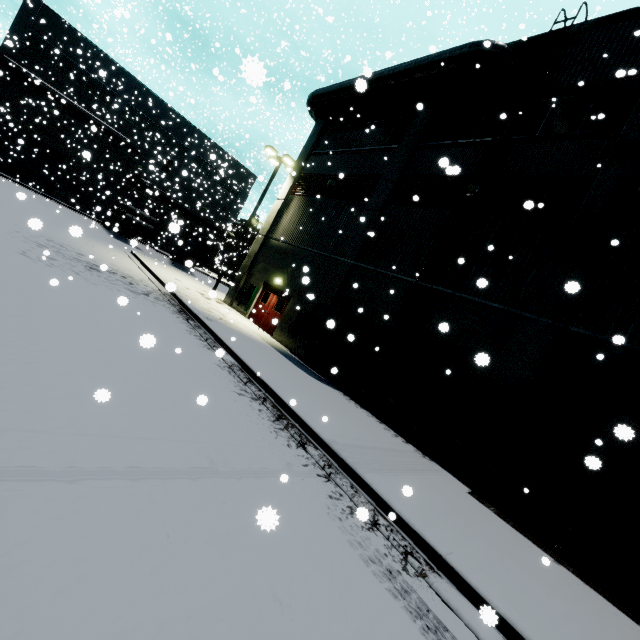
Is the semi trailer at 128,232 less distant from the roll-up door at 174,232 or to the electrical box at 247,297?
the roll-up door at 174,232

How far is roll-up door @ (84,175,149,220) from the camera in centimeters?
3444cm

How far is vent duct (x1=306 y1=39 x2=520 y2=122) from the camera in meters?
11.7

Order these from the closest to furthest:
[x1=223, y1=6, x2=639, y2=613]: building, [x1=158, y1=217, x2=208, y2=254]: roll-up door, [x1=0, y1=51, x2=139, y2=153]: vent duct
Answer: [x1=158, y1=217, x2=208, y2=254]: roll-up door, [x1=223, y1=6, x2=639, y2=613]: building, [x1=0, y1=51, x2=139, y2=153]: vent duct

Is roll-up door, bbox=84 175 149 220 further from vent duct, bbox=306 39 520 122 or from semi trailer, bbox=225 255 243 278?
vent duct, bbox=306 39 520 122

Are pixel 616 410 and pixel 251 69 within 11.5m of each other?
yes

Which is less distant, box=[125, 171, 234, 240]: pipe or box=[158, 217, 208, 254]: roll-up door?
box=[158, 217, 208, 254]: roll-up door

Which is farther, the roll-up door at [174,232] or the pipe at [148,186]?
the pipe at [148,186]
